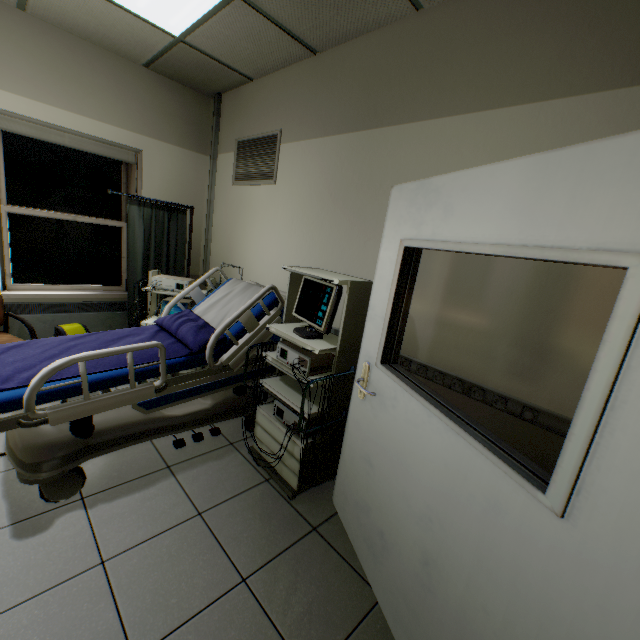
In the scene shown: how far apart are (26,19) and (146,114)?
1.1m

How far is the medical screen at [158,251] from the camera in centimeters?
361cm

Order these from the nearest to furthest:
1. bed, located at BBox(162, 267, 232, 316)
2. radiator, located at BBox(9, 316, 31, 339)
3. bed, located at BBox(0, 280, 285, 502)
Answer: bed, located at BBox(0, 280, 285, 502) < bed, located at BBox(162, 267, 232, 316) < radiator, located at BBox(9, 316, 31, 339)

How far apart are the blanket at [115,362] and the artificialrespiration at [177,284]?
0.37m

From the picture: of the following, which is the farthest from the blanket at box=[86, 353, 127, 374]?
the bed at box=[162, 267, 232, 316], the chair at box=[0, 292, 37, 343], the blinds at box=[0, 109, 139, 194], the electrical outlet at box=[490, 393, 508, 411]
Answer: the blinds at box=[0, 109, 139, 194]

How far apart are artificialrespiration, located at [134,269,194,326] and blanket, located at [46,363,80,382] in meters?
0.4

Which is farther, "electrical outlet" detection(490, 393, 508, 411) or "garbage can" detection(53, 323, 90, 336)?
"garbage can" detection(53, 323, 90, 336)

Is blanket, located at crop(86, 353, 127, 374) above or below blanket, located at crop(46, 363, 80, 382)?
above
